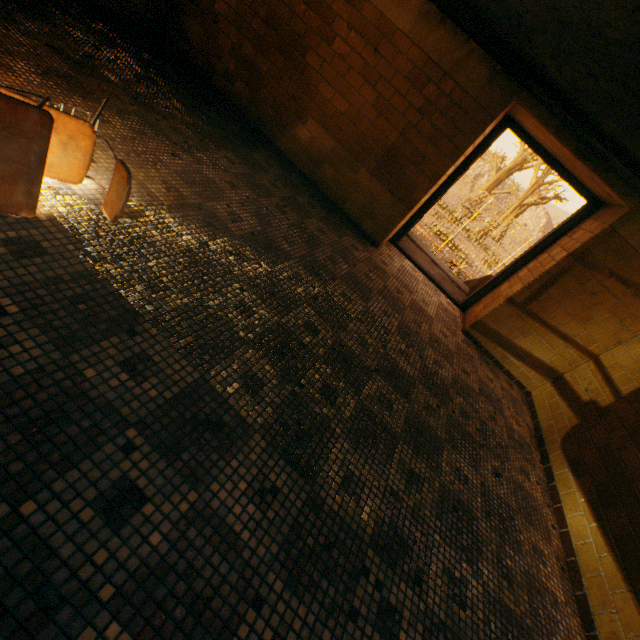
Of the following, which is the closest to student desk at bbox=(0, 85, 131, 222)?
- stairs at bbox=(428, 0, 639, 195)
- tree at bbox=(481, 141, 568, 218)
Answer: stairs at bbox=(428, 0, 639, 195)

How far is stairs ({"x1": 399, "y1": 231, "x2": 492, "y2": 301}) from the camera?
6.0m

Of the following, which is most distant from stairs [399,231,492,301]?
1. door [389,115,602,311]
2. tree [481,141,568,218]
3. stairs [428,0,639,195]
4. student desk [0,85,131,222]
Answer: student desk [0,85,131,222]

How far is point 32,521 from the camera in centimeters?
99cm

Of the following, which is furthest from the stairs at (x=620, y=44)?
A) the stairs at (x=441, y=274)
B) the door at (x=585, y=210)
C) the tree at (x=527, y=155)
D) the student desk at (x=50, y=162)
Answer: the tree at (x=527, y=155)

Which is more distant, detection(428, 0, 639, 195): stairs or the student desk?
detection(428, 0, 639, 195): stairs

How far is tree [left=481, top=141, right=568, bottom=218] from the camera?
25.9 meters

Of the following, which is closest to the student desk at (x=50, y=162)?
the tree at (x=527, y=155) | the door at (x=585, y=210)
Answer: the door at (x=585, y=210)
